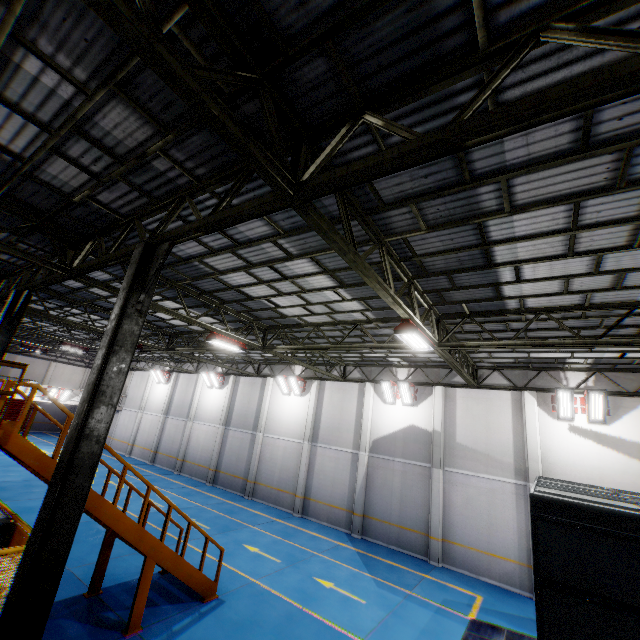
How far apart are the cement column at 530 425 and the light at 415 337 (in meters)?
8.62

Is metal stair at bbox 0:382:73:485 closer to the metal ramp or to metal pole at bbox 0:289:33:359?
metal pole at bbox 0:289:33:359

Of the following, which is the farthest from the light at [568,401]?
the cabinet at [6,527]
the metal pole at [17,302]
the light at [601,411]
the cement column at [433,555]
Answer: the metal pole at [17,302]

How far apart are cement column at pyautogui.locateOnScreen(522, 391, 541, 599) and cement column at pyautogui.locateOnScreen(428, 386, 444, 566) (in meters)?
3.37

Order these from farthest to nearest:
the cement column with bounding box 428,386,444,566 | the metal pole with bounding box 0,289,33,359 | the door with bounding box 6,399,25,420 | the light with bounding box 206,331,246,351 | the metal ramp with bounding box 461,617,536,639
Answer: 1. the door with bounding box 6,399,25,420
2. the cement column with bounding box 428,386,444,566
3. the light with bounding box 206,331,246,351
4. the metal pole with bounding box 0,289,33,359
5. the metal ramp with bounding box 461,617,536,639

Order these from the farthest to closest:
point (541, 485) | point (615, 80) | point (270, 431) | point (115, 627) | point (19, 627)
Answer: point (270, 431)
point (541, 485)
point (115, 627)
point (19, 627)
point (615, 80)

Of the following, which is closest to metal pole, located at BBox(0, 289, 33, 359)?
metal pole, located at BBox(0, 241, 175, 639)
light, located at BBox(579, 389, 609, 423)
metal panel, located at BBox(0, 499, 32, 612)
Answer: metal panel, located at BBox(0, 499, 32, 612)

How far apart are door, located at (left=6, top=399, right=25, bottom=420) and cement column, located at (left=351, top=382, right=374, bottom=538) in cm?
3938
